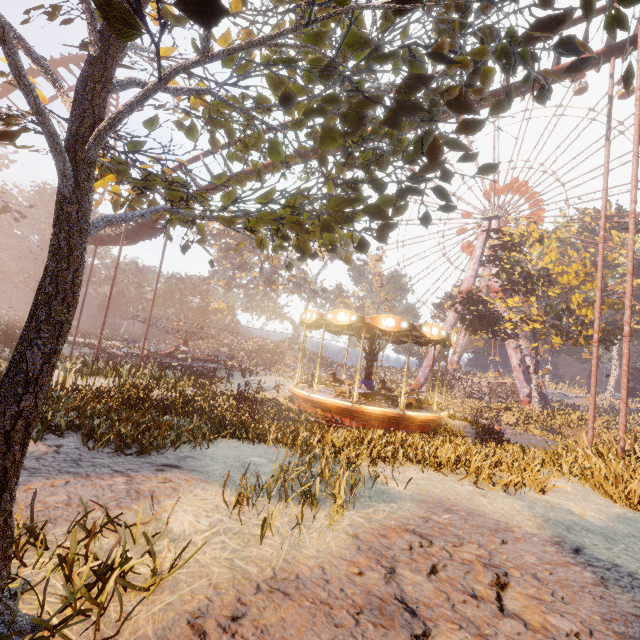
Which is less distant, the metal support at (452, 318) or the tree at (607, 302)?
the tree at (607, 302)

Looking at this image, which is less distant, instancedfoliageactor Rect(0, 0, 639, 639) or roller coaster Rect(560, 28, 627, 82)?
instancedfoliageactor Rect(0, 0, 639, 639)

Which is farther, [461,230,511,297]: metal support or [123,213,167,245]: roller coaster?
[461,230,511,297]: metal support

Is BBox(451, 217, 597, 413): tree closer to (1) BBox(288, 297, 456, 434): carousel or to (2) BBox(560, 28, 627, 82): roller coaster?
(1) BBox(288, 297, 456, 434): carousel

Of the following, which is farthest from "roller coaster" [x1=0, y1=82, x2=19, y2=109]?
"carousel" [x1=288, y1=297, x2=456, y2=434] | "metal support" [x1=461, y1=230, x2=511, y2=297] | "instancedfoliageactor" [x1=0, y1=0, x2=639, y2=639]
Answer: "metal support" [x1=461, y1=230, x2=511, y2=297]

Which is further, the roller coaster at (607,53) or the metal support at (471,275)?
the metal support at (471,275)

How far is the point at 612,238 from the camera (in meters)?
Answer: 59.22

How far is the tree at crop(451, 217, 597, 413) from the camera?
26.0 meters
